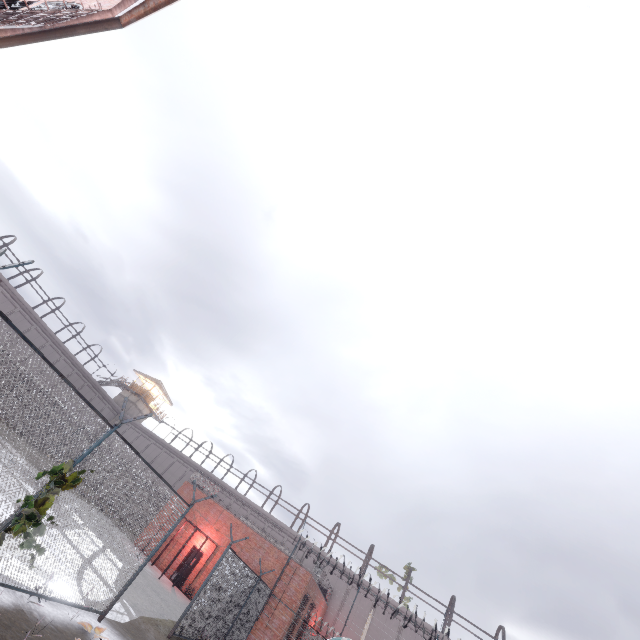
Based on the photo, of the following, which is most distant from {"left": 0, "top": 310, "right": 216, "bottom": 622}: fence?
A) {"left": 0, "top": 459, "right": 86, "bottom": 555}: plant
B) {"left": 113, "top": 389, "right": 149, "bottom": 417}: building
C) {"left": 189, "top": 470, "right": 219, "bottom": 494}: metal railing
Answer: {"left": 113, "top": 389, "right": 149, "bottom": 417}: building

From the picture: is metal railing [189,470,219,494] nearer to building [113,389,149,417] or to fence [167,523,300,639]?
fence [167,523,300,639]

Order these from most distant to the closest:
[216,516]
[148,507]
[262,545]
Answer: [216,516] < [262,545] < [148,507]

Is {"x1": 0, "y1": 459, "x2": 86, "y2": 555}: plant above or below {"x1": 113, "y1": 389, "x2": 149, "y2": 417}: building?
below

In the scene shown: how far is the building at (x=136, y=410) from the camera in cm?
4769

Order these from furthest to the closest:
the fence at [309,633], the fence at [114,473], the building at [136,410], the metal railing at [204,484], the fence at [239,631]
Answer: the building at [136,410] < the metal railing at [204,484] < the fence at [309,633] < the fence at [239,631] < the fence at [114,473]

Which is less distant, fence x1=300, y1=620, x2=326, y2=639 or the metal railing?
fence x1=300, y1=620, x2=326, y2=639

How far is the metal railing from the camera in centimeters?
2519cm
